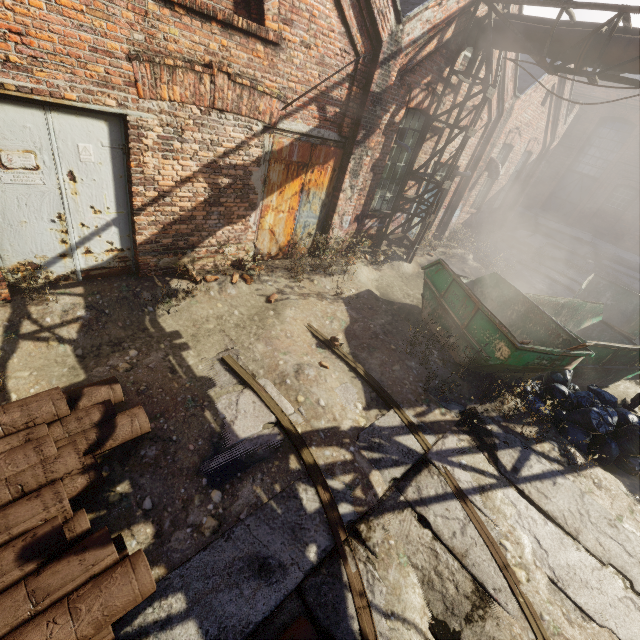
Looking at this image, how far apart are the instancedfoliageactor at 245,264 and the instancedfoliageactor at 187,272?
1.0 meters

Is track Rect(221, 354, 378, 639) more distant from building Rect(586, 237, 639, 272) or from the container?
building Rect(586, 237, 639, 272)

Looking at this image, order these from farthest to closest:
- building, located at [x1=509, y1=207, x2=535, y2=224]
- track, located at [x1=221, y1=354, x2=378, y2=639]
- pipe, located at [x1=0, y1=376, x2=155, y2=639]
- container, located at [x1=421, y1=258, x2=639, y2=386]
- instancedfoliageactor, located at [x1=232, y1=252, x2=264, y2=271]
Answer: building, located at [x1=509, y1=207, x2=535, y2=224] → instancedfoliageactor, located at [x1=232, y1=252, x2=264, y2=271] → container, located at [x1=421, y1=258, x2=639, y2=386] → track, located at [x1=221, y1=354, x2=378, y2=639] → pipe, located at [x1=0, y1=376, x2=155, y2=639]

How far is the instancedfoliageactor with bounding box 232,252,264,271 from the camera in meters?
6.7 m

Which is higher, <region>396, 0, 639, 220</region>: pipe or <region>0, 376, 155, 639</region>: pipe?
<region>396, 0, 639, 220</region>: pipe

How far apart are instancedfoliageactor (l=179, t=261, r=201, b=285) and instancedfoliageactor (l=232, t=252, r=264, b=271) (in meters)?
0.98

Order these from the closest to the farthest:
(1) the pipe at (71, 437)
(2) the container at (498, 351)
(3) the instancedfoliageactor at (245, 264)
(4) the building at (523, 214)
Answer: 1. (1) the pipe at (71, 437)
2. (2) the container at (498, 351)
3. (3) the instancedfoliageactor at (245, 264)
4. (4) the building at (523, 214)

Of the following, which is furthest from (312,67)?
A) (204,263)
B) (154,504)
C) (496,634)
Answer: (496,634)
